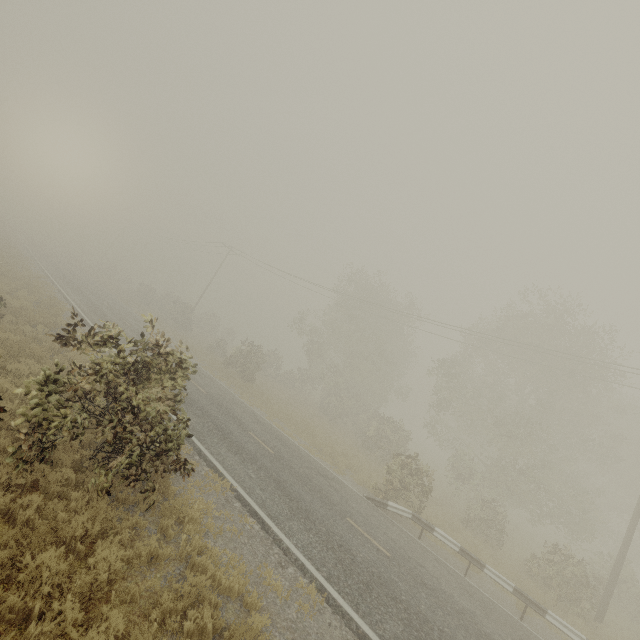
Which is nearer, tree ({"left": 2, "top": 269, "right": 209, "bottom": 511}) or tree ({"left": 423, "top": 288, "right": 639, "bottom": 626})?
tree ({"left": 2, "top": 269, "right": 209, "bottom": 511})

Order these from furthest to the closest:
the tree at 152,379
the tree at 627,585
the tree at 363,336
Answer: the tree at 627,585 → the tree at 363,336 → the tree at 152,379

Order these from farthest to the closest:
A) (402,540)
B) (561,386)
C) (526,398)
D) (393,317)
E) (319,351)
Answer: (393,317), (319,351), (561,386), (526,398), (402,540)

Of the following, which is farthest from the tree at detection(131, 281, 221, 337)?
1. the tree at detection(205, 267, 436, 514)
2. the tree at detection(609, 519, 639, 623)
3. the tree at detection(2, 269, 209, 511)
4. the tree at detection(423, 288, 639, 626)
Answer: the tree at detection(609, 519, 639, 623)

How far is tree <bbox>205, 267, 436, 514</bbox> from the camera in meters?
16.2

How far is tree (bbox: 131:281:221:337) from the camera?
38.41m

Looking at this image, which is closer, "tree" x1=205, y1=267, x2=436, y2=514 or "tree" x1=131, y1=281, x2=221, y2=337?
"tree" x1=205, y1=267, x2=436, y2=514

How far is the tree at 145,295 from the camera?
38.4 meters
